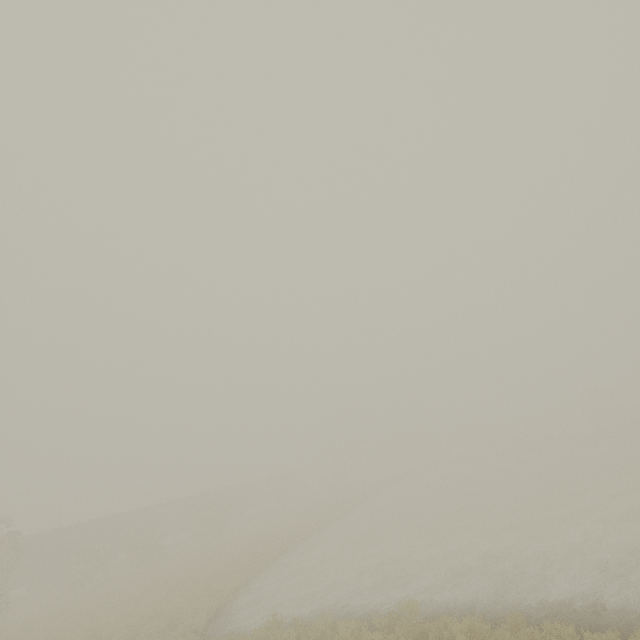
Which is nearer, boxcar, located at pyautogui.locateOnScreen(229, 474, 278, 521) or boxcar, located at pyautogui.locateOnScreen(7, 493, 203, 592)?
boxcar, located at pyautogui.locateOnScreen(7, 493, 203, 592)

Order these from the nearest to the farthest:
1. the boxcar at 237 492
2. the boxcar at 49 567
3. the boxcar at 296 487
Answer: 1. the boxcar at 49 567
2. the boxcar at 237 492
3. the boxcar at 296 487

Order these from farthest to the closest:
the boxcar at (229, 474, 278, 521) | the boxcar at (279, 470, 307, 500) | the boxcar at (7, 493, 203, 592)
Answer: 1. the boxcar at (279, 470, 307, 500)
2. the boxcar at (229, 474, 278, 521)
3. the boxcar at (7, 493, 203, 592)

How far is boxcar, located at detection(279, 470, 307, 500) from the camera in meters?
56.5

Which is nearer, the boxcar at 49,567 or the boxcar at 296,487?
the boxcar at 49,567

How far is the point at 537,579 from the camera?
11.0 meters
